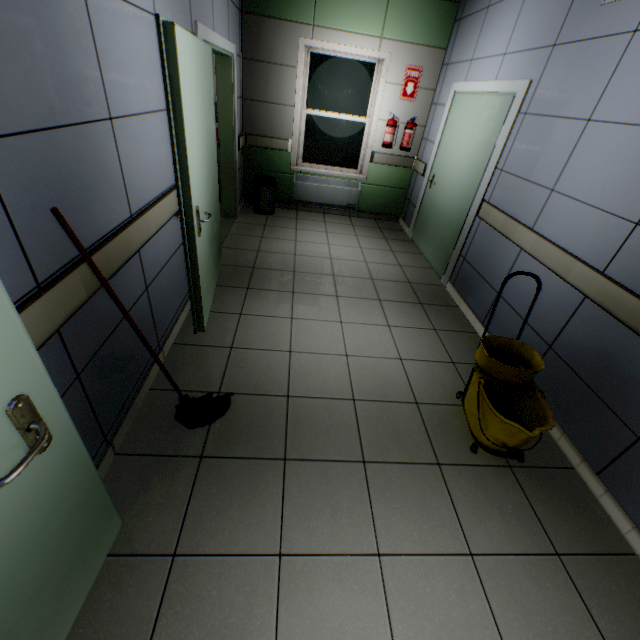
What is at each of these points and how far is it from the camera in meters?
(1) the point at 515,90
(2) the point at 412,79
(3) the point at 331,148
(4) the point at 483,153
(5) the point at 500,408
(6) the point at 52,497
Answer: (1) doorway, 3.1
(2) sign, 4.9
(3) window, 5.6
(4) door, 3.6
(5) bottle, 2.4
(6) door, 1.1

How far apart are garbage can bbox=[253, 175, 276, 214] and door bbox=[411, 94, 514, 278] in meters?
2.4 m

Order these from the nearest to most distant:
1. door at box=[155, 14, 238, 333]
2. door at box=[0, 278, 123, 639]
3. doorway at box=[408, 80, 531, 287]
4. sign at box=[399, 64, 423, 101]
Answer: door at box=[0, 278, 123, 639] < door at box=[155, 14, 238, 333] < doorway at box=[408, 80, 531, 287] < sign at box=[399, 64, 423, 101]

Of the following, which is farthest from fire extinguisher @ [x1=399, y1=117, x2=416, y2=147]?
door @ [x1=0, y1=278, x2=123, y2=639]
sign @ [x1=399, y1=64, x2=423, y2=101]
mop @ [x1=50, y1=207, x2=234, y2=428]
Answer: door @ [x1=0, y1=278, x2=123, y2=639]

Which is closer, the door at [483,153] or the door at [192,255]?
the door at [192,255]

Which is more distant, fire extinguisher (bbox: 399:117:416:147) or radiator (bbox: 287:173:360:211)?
radiator (bbox: 287:173:360:211)

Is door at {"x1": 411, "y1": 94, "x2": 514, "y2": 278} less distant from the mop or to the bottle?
the bottle

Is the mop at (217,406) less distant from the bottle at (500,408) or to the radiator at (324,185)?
the bottle at (500,408)
